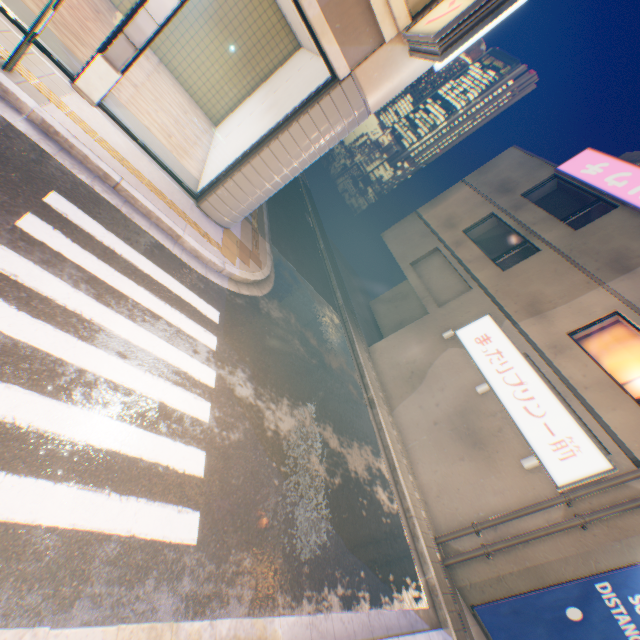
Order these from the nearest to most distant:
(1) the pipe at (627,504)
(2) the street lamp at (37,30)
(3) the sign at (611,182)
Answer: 1. (2) the street lamp at (37,30)
2. (1) the pipe at (627,504)
3. (3) the sign at (611,182)

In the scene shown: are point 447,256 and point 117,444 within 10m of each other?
no

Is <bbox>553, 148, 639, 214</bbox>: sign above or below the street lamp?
above

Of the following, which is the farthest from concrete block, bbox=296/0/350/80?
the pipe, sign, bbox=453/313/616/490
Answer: the pipe

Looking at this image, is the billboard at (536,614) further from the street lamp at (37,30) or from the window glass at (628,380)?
the street lamp at (37,30)

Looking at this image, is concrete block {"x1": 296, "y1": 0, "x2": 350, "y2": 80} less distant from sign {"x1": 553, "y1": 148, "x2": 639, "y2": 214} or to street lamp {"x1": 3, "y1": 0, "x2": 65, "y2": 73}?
street lamp {"x1": 3, "y1": 0, "x2": 65, "y2": 73}

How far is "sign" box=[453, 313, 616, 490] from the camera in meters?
8.8 m

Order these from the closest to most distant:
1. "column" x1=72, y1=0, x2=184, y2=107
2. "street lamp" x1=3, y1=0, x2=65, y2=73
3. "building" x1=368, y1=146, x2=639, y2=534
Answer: "street lamp" x1=3, y1=0, x2=65, y2=73 < "column" x1=72, y1=0, x2=184, y2=107 < "building" x1=368, y1=146, x2=639, y2=534
